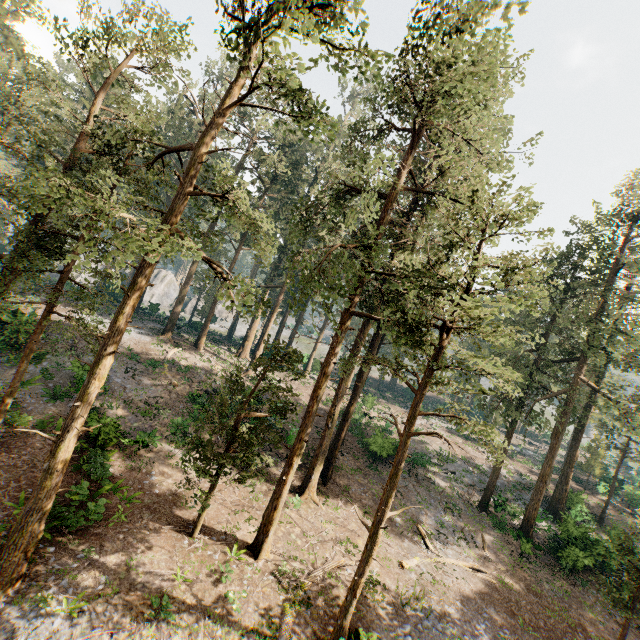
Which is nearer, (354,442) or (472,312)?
(472,312)
